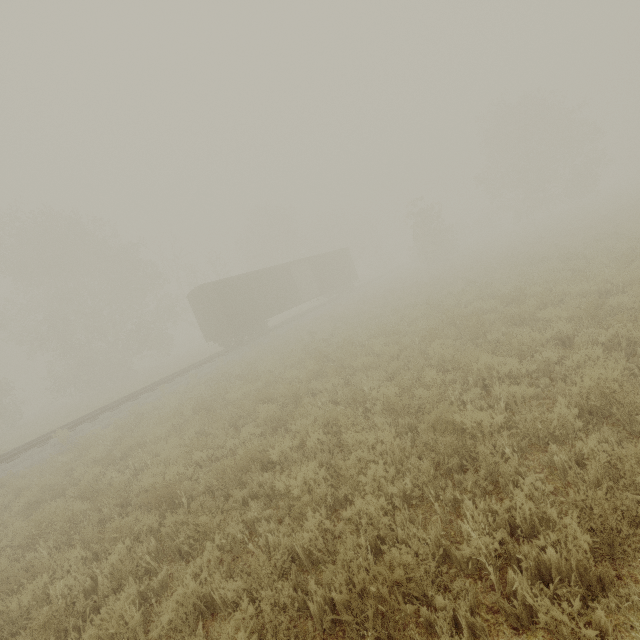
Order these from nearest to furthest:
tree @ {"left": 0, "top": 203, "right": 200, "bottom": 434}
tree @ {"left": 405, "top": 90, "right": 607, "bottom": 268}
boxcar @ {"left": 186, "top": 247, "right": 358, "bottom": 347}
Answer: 1. boxcar @ {"left": 186, "top": 247, "right": 358, "bottom": 347}
2. tree @ {"left": 0, "top": 203, "right": 200, "bottom": 434}
3. tree @ {"left": 405, "top": 90, "right": 607, "bottom": 268}

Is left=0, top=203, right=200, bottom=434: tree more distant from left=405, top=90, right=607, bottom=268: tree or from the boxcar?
left=405, top=90, right=607, bottom=268: tree

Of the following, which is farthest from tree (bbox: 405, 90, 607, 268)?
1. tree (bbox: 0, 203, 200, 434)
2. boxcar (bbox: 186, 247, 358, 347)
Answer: tree (bbox: 0, 203, 200, 434)

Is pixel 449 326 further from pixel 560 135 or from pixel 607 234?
pixel 560 135

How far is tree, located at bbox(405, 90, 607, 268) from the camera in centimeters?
3291cm

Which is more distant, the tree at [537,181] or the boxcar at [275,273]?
the tree at [537,181]

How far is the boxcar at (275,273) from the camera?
21.7m

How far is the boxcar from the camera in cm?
2167
